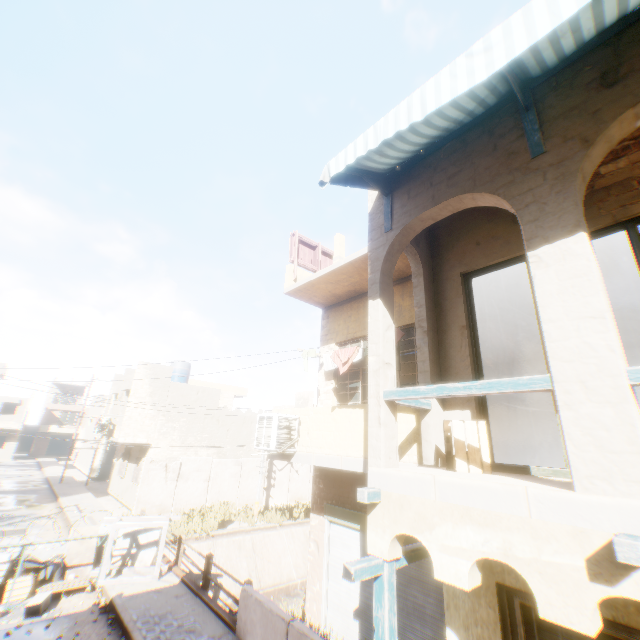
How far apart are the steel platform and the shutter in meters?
0.5

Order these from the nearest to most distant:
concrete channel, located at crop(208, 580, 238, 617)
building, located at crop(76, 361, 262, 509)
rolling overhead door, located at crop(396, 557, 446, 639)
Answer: rolling overhead door, located at crop(396, 557, 446, 639)
concrete channel, located at crop(208, 580, 238, 617)
building, located at crop(76, 361, 262, 509)

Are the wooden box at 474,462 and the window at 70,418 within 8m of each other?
no

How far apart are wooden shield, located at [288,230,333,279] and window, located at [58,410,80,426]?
54.9m

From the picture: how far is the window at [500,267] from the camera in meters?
4.9

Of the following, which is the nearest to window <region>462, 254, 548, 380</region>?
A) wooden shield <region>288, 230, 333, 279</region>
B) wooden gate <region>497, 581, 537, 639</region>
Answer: wooden gate <region>497, 581, 537, 639</region>

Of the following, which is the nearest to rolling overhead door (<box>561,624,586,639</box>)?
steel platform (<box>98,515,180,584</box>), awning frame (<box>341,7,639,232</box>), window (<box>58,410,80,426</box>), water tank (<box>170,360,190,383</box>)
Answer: steel platform (<box>98,515,180,584</box>)

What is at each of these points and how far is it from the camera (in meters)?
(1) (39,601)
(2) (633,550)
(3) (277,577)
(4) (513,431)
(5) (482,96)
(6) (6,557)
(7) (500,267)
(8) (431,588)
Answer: (1) cardboard box, 8.24
(2) wooden beam, 2.07
(3) concrete channel, 16.73
(4) building, 6.95
(5) awning, 3.70
(6) concrete block, 9.10
(7) window, 5.34
(8) rolling overhead door, 6.17
